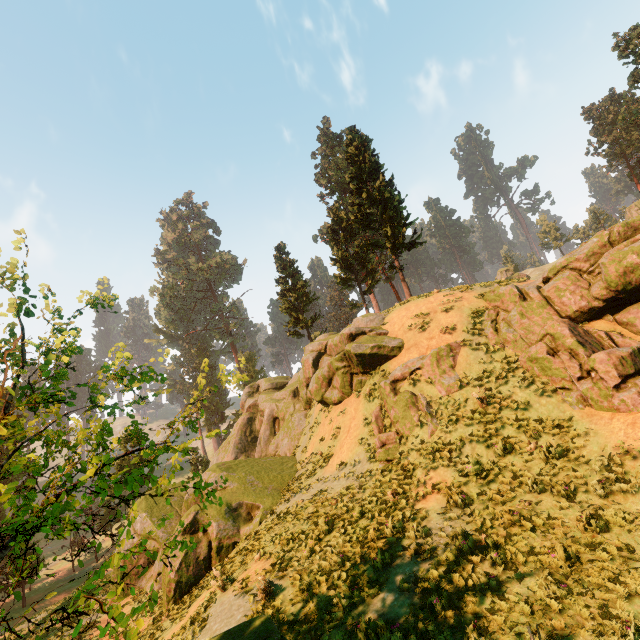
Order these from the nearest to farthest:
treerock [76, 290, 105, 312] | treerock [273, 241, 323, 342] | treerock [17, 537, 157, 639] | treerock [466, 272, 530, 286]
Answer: treerock [17, 537, 157, 639] → treerock [76, 290, 105, 312] → treerock [466, 272, 530, 286] → treerock [273, 241, 323, 342]

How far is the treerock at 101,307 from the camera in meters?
6.4 m

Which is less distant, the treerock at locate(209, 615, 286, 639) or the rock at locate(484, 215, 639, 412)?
the treerock at locate(209, 615, 286, 639)

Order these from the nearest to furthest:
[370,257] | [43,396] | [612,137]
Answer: [43,396] < [370,257] < [612,137]

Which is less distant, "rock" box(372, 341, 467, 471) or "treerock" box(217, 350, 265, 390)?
"treerock" box(217, 350, 265, 390)

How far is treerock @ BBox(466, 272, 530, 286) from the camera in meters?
18.2 m

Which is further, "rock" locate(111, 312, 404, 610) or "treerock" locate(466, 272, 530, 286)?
"treerock" locate(466, 272, 530, 286)
